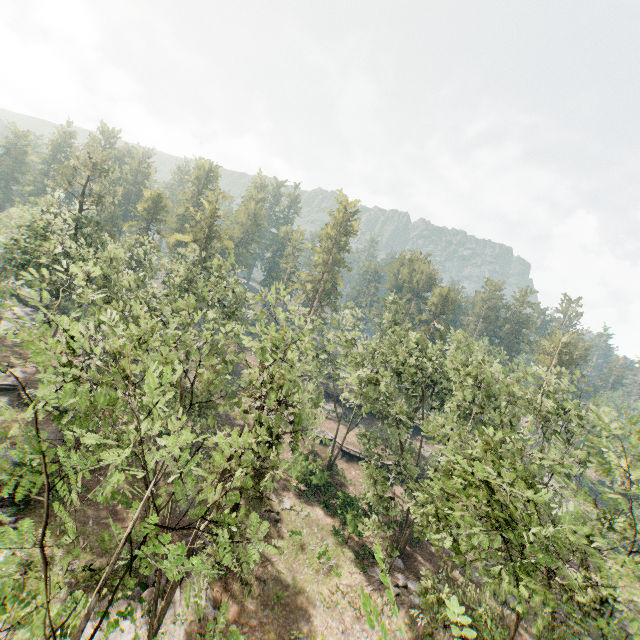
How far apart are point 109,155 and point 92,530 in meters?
39.5 m

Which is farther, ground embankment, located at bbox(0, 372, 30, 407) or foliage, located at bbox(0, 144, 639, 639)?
ground embankment, located at bbox(0, 372, 30, 407)

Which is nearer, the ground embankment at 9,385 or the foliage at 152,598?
the foliage at 152,598
